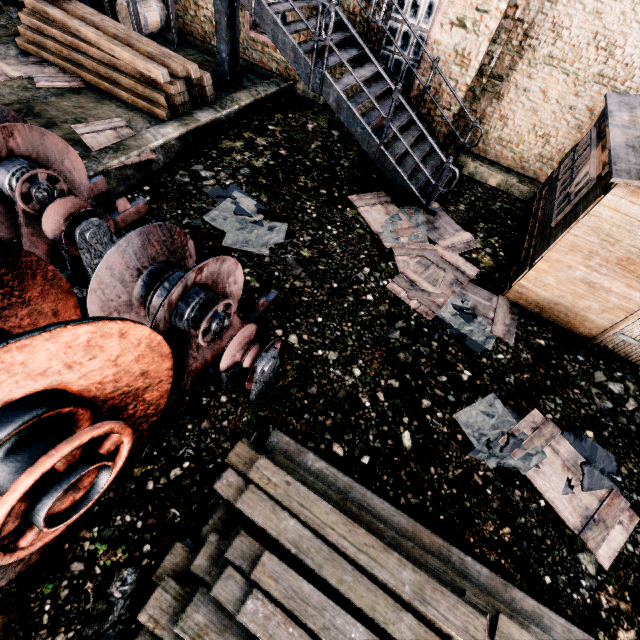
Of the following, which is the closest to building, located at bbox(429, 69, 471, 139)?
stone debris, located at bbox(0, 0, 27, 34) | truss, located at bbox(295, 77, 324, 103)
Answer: truss, located at bbox(295, 77, 324, 103)

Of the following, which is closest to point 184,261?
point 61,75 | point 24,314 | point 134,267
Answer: point 134,267

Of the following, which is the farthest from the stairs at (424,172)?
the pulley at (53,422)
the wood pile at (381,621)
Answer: the wood pile at (381,621)

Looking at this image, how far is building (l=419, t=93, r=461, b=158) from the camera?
9.70m

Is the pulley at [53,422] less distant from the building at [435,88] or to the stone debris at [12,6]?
the building at [435,88]

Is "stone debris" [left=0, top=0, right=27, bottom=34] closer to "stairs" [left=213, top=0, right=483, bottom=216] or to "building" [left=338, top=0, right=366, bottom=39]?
"building" [left=338, top=0, right=366, bottom=39]

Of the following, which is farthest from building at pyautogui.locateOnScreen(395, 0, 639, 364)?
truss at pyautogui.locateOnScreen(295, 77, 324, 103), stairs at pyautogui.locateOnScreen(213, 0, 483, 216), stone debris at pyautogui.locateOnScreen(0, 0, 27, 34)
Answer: stone debris at pyautogui.locateOnScreen(0, 0, 27, 34)

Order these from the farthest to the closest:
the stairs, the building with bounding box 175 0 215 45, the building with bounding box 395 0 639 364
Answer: the building with bounding box 175 0 215 45 < the stairs < the building with bounding box 395 0 639 364
